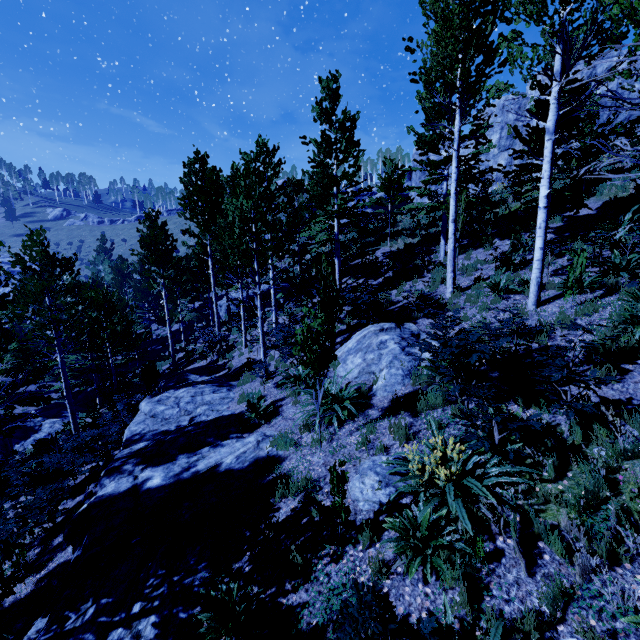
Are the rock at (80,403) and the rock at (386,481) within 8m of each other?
no

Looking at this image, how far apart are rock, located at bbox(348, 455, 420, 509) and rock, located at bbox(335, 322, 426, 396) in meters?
2.2 m

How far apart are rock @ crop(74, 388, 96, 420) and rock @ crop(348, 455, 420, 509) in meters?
23.3

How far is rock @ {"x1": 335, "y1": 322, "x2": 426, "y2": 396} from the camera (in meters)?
7.54

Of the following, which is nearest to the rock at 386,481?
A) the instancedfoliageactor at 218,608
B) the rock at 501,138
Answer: the instancedfoliageactor at 218,608

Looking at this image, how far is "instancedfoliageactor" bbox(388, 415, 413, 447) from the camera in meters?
5.6

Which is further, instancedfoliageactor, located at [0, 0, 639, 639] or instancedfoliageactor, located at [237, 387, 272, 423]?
instancedfoliageactor, located at [237, 387, 272, 423]

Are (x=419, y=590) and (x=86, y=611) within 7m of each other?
yes
